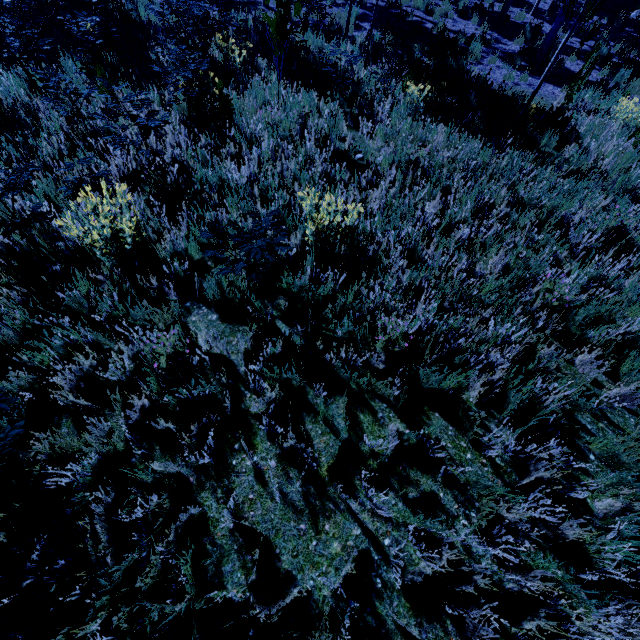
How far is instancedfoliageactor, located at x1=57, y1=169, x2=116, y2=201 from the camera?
3.5 meters

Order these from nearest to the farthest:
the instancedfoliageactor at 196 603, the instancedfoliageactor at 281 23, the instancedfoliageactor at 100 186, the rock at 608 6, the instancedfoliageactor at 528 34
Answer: the instancedfoliageactor at 196 603 → the instancedfoliageactor at 100 186 → the instancedfoliageactor at 281 23 → the instancedfoliageactor at 528 34 → the rock at 608 6

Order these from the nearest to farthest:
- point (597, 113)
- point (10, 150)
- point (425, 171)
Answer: point (10, 150)
point (425, 171)
point (597, 113)

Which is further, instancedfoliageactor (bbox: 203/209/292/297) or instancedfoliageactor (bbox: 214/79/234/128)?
instancedfoliageactor (bbox: 214/79/234/128)

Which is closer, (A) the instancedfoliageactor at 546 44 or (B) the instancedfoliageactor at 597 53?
(A) the instancedfoliageactor at 546 44
